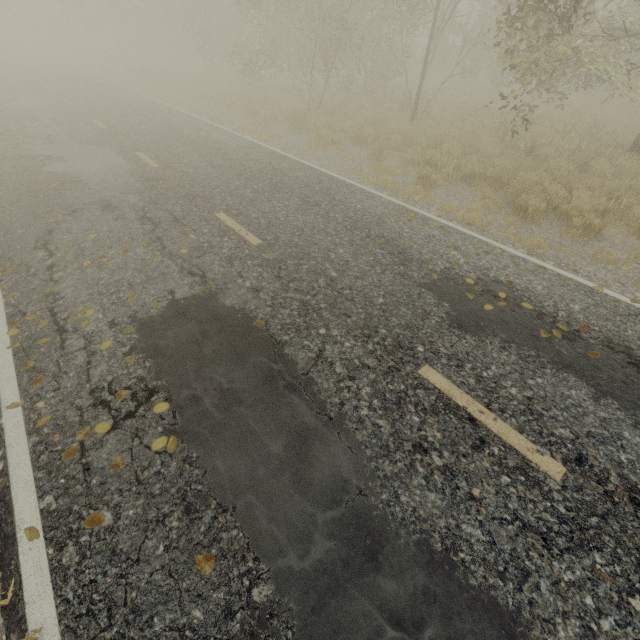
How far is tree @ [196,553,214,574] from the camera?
2.3 meters

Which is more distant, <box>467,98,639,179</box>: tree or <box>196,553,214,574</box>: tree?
<box>467,98,639,179</box>: tree

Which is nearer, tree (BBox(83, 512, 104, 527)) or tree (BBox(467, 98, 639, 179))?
tree (BBox(83, 512, 104, 527))

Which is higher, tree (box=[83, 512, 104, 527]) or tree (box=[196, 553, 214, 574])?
tree (box=[196, 553, 214, 574])

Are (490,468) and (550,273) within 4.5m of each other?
yes

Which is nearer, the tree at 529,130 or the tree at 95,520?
the tree at 95,520

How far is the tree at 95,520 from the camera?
2.5m
